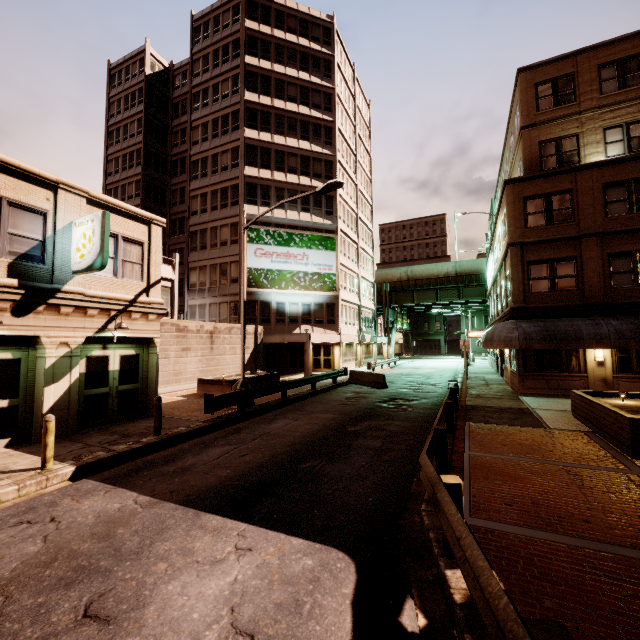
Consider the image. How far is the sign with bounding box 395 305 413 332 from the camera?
54.3m

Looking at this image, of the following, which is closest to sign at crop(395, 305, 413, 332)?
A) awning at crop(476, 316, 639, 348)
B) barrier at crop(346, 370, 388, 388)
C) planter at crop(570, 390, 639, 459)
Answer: awning at crop(476, 316, 639, 348)

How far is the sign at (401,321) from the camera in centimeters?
5433cm

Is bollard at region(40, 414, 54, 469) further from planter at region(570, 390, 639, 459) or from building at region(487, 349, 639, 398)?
building at region(487, 349, 639, 398)

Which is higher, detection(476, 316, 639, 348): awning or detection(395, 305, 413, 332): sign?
detection(395, 305, 413, 332): sign

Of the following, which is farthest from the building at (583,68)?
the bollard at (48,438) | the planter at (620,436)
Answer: the bollard at (48,438)

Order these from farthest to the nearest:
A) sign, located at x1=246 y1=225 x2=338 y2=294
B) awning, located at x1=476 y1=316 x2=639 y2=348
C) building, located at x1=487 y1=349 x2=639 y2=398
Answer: sign, located at x1=246 y1=225 x2=338 y2=294
building, located at x1=487 y1=349 x2=639 y2=398
awning, located at x1=476 y1=316 x2=639 y2=348

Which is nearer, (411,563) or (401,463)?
(411,563)
